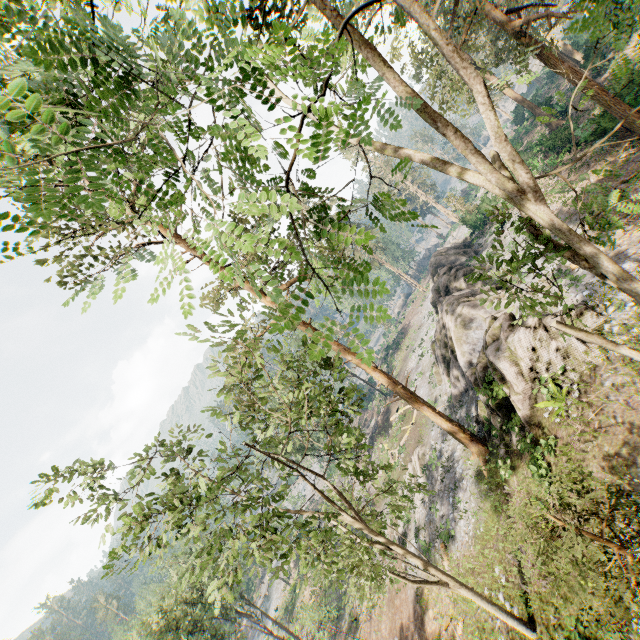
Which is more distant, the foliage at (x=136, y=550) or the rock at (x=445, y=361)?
the rock at (x=445, y=361)

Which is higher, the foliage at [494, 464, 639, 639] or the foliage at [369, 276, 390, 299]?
the foliage at [369, 276, 390, 299]

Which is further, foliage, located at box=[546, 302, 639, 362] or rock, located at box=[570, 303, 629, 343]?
rock, located at box=[570, 303, 629, 343]

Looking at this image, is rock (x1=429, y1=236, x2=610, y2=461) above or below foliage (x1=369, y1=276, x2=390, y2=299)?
below

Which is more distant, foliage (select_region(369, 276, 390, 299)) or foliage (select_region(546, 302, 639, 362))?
foliage (select_region(546, 302, 639, 362))

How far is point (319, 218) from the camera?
3.1m

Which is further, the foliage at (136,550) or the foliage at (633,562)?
the foliage at (633,562)
